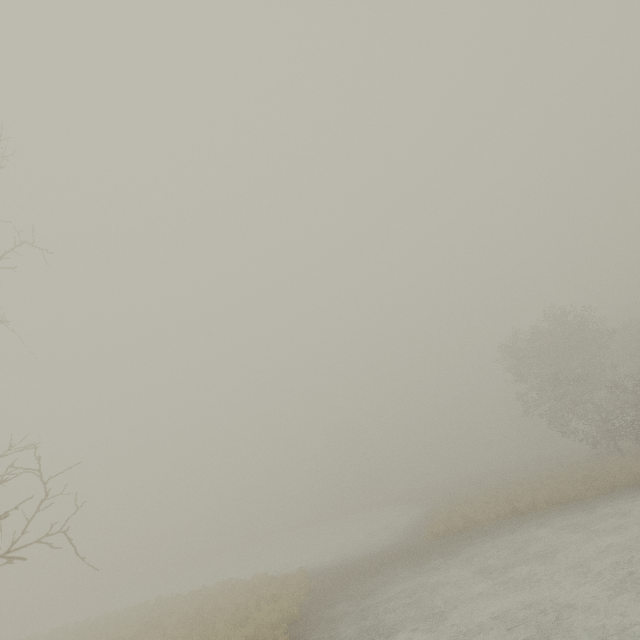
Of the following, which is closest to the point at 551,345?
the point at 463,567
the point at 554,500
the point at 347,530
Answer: the point at 554,500
